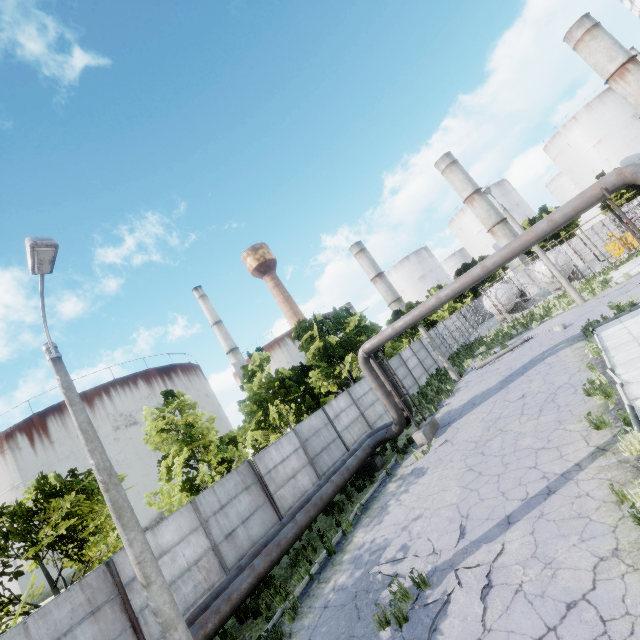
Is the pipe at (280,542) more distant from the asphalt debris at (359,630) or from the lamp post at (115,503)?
the asphalt debris at (359,630)

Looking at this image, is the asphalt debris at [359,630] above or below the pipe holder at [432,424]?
below

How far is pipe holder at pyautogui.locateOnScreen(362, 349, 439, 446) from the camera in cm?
1466

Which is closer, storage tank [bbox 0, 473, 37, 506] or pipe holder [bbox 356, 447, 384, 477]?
pipe holder [bbox 356, 447, 384, 477]

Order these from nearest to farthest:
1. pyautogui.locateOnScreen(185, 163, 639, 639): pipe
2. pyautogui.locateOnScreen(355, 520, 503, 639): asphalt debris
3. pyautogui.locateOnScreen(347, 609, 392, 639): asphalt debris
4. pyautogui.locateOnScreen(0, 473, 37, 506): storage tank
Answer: pyautogui.locateOnScreen(355, 520, 503, 639): asphalt debris < pyautogui.locateOnScreen(347, 609, 392, 639): asphalt debris < pyautogui.locateOnScreen(185, 163, 639, 639): pipe < pyautogui.locateOnScreen(0, 473, 37, 506): storage tank

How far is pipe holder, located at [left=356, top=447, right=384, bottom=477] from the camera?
15.2m

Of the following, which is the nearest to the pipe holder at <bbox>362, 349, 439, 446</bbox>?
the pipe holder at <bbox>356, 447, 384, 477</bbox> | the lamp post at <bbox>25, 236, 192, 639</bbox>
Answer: the pipe holder at <bbox>356, 447, 384, 477</bbox>

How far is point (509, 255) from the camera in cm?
1135
